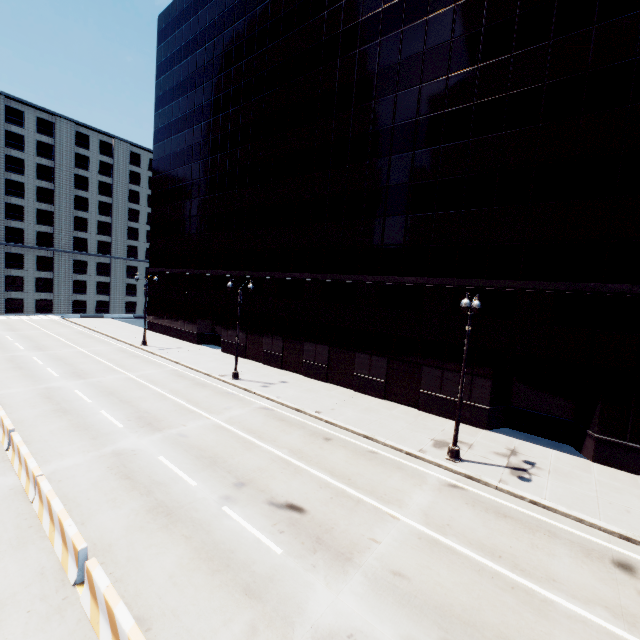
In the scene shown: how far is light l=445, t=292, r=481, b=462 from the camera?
13.2m

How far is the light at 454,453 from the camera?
13.18m

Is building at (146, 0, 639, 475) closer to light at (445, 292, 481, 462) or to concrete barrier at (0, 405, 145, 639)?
light at (445, 292, 481, 462)

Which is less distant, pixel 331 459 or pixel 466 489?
pixel 466 489

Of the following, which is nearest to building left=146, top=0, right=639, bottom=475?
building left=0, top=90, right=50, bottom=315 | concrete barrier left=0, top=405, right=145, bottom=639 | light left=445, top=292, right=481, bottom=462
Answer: light left=445, top=292, right=481, bottom=462

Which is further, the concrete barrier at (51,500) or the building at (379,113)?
the building at (379,113)

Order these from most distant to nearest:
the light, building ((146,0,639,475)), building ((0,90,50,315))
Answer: building ((0,90,50,315)) → building ((146,0,639,475)) → the light
